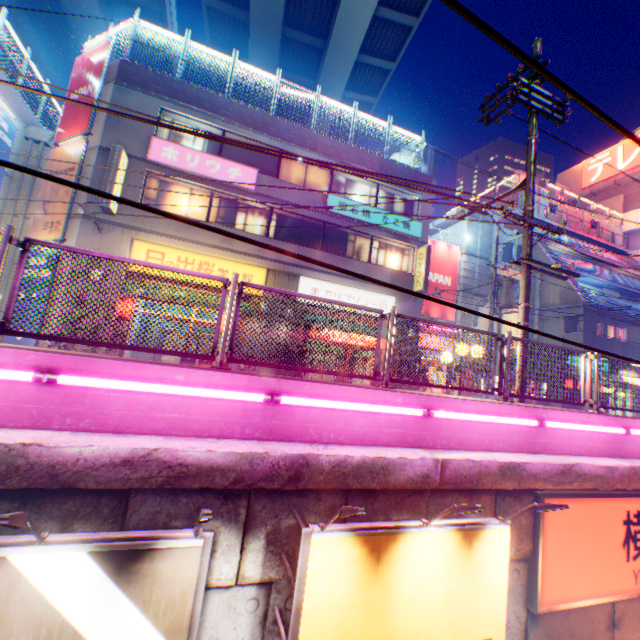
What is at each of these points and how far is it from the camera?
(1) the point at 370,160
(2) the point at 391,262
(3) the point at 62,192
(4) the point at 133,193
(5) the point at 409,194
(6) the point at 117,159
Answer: (1) concrete block, 17.3m
(2) window glass, 18.0m
(3) billboard, 13.3m
(4) building, 13.3m
(5) building, 18.2m
(6) sign, 12.4m

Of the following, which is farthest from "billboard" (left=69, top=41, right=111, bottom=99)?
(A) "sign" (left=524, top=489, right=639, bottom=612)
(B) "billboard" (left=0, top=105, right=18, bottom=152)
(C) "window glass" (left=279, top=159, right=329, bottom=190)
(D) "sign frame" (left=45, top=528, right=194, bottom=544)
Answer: (A) "sign" (left=524, top=489, right=639, bottom=612)

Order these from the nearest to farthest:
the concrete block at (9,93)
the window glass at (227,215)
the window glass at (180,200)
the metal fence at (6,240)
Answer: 1. the metal fence at (6,240)
2. the window glass at (180,200)
3. the window glass at (227,215)
4. the concrete block at (9,93)

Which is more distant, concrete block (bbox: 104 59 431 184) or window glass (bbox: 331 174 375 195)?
window glass (bbox: 331 174 375 195)

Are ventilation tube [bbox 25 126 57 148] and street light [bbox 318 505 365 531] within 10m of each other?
no

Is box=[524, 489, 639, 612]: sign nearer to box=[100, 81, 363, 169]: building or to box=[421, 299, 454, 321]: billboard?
box=[100, 81, 363, 169]: building

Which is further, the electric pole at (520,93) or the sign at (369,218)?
the sign at (369,218)

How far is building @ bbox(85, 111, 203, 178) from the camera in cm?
1312
